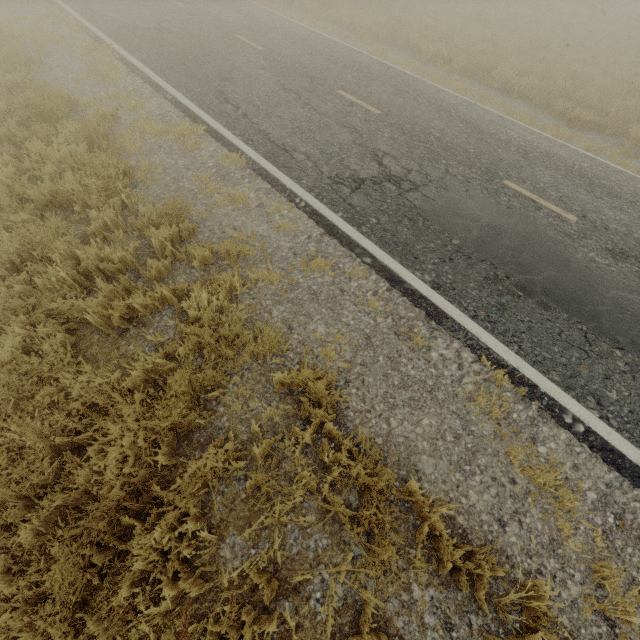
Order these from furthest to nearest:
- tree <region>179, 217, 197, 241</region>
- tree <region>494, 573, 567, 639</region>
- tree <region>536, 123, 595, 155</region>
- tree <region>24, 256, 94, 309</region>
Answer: tree <region>536, 123, 595, 155</region>
tree <region>179, 217, 197, 241</region>
tree <region>24, 256, 94, 309</region>
tree <region>494, 573, 567, 639</region>

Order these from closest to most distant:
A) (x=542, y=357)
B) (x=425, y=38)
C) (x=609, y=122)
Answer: (x=542, y=357)
(x=609, y=122)
(x=425, y=38)

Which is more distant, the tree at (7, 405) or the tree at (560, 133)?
the tree at (560, 133)

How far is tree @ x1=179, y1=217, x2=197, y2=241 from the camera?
4.76m

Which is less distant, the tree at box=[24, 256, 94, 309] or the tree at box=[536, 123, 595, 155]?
the tree at box=[24, 256, 94, 309]

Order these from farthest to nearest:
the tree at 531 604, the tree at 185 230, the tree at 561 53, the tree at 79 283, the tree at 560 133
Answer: the tree at 561 53 < the tree at 560 133 < the tree at 185 230 < the tree at 79 283 < the tree at 531 604
